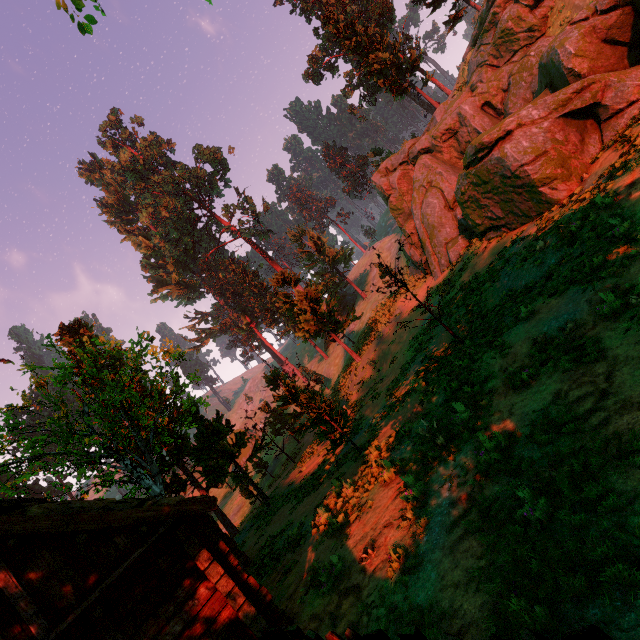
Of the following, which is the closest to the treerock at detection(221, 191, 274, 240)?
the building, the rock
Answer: the building

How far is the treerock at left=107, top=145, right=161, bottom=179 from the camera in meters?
55.8 m

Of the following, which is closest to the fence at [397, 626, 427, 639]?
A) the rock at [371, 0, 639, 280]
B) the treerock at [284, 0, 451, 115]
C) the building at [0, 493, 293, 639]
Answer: the treerock at [284, 0, 451, 115]

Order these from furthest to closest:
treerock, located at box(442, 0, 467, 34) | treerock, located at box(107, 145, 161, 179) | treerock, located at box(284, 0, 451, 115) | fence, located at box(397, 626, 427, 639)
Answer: treerock, located at box(107, 145, 161, 179), treerock, located at box(284, 0, 451, 115), treerock, located at box(442, 0, 467, 34), fence, located at box(397, 626, 427, 639)

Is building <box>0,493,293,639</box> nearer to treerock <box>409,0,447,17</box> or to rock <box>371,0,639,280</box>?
treerock <box>409,0,447,17</box>

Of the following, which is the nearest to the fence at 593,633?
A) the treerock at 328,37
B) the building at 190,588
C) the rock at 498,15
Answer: the treerock at 328,37

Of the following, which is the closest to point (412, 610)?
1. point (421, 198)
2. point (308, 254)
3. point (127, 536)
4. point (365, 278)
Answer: point (127, 536)

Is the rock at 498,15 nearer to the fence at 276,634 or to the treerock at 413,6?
the treerock at 413,6
